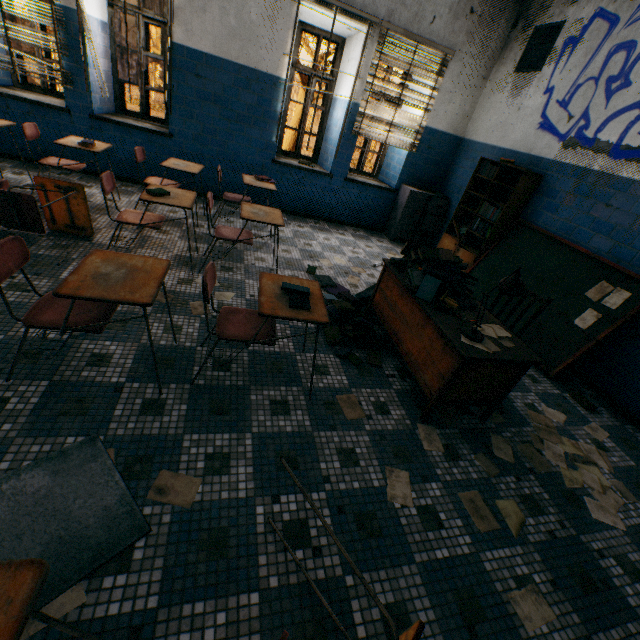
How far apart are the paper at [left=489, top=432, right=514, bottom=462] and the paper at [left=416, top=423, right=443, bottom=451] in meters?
0.5

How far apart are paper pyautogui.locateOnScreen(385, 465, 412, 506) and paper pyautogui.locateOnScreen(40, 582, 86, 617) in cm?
147

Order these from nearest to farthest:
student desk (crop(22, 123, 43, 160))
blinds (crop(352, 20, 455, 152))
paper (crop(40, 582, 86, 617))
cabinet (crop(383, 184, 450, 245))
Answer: paper (crop(40, 582, 86, 617)), student desk (crop(22, 123, 43, 160)), blinds (crop(352, 20, 455, 152)), cabinet (crop(383, 184, 450, 245))

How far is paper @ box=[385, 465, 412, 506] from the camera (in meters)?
1.90

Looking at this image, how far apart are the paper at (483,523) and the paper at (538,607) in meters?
0.3 m

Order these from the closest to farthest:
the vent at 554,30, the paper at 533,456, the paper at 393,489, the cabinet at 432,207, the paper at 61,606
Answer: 1. the paper at 61,606
2. the paper at 393,489
3. the paper at 533,456
4. the vent at 554,30
5. the cabinet at 432,207

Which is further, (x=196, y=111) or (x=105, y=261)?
(x=196, y=111)

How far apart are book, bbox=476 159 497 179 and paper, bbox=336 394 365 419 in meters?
4.2 m
